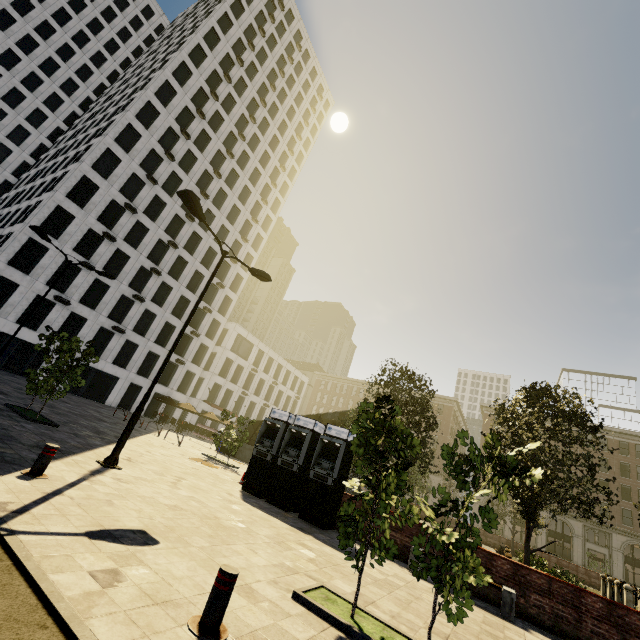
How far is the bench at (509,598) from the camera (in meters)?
8.05

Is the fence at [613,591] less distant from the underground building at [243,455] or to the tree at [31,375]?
the tree at [31,375]

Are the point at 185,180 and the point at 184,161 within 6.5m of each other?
yes

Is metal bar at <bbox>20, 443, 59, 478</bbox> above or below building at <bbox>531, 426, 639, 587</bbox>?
below

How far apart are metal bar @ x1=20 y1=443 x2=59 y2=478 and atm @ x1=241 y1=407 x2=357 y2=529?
7.51m

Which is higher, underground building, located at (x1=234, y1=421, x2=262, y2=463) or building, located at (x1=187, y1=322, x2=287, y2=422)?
building, located at (x1=187, y1=322, x2=287, y2=422)

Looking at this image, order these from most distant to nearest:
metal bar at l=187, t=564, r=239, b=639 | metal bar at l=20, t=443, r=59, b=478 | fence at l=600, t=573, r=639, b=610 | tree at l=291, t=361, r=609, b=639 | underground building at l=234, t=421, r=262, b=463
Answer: underground building at l=234, t=421, r=262, b=463 → fence at l=600, t=573, r=639, b=610 → metal bar at l=20, t=443, r=59, b=478 → tree at l=291, t=361, r=609, b=639 → metal bar at l=187, t=564, r=239, b=639

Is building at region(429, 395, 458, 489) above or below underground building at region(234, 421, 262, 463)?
above
